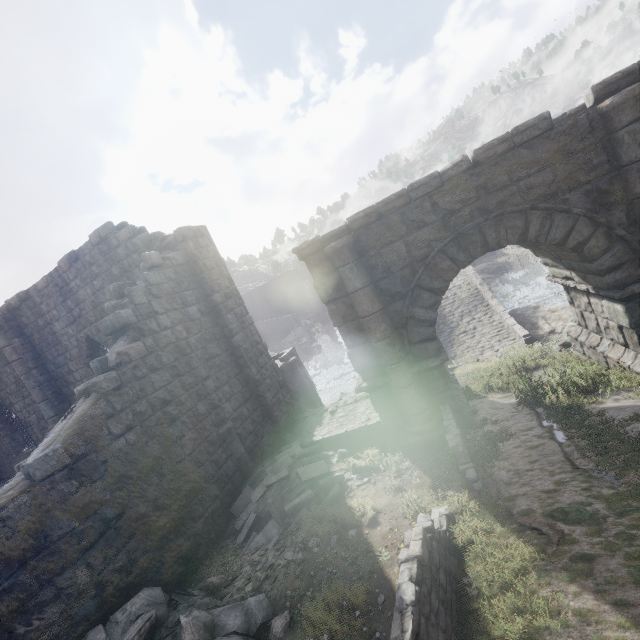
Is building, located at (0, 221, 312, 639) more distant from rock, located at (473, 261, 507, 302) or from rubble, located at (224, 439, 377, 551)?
rock, located at (473, 261, 507, 302)

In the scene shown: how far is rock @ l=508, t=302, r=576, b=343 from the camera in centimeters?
1382cm

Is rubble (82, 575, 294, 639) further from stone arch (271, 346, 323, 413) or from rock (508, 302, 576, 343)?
rock (508, 302, 576, 343)

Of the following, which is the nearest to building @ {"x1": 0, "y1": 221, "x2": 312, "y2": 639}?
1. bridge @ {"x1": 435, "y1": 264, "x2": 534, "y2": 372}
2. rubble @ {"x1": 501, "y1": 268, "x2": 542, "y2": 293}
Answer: bridge @ {"x1": 435, "y1": 264, "x2": 534, "y2": 372}

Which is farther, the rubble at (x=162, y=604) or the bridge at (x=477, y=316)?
the bridge at (x=477, y=316)

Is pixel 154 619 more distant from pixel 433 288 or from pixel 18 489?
pixel 433 288

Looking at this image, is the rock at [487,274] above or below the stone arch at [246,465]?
below

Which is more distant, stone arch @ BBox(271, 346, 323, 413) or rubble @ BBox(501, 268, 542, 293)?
rubble @ BBox(501, 268, 542, 293)
